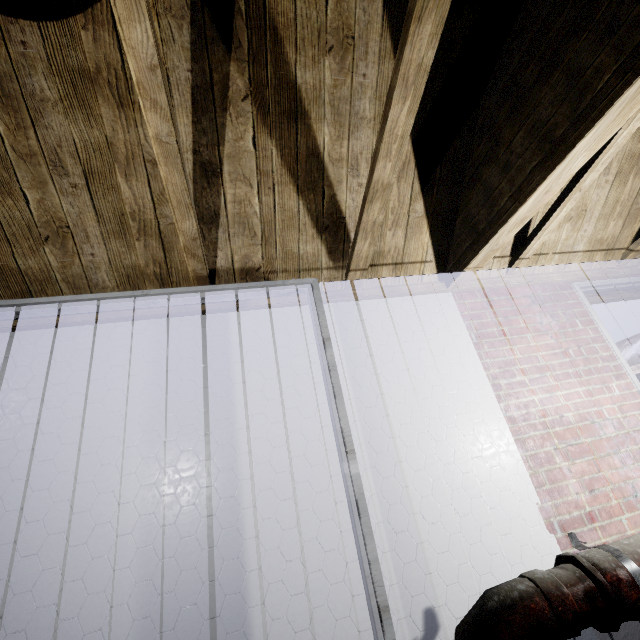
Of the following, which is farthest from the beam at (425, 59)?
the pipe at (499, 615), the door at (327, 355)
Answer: the pipe at (499, 615)

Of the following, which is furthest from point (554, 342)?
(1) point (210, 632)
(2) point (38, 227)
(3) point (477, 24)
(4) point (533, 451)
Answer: (2) point (38, 227)

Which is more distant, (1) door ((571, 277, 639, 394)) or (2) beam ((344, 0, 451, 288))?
(1) door ((571, 277, 639, 394))

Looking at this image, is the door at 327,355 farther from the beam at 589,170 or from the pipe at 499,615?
the beam at 589,170

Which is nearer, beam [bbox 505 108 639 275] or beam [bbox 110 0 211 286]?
beam [bbox 110 0 211 286]

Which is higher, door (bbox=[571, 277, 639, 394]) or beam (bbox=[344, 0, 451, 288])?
beam (bbox=[344, 0, 451, 288])

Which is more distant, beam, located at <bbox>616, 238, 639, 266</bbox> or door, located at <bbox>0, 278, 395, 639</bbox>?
beam, located at <bbox>616, 238, 639, 266</bbox>

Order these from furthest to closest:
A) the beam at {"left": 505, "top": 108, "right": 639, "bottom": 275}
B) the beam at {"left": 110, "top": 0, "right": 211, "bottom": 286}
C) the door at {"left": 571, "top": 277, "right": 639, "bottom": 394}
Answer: the door at {"left": 571, "top": 277, "right": 639, "bottom": 394}, the beam at {"left": 505, "top": 108, "right": 639, "bottom": 275}, the beam at {"left": 110, "top": 0, "right": 211, "bottom": 286}
